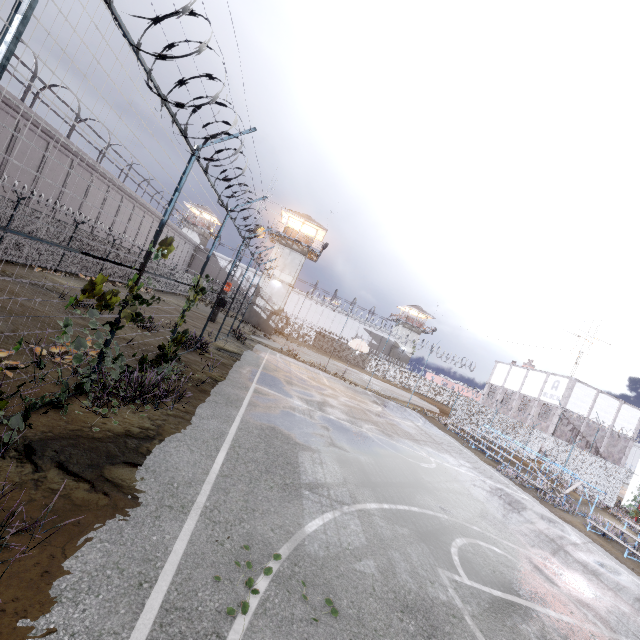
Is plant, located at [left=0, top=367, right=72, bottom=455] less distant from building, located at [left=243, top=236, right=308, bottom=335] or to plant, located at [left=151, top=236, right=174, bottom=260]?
plant, located at [left=151, top=236, right=174, bottom=260]

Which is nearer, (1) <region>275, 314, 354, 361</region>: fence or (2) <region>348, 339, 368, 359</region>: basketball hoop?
(2) <region>348, 339, 368, 359</region>: basketball hoop

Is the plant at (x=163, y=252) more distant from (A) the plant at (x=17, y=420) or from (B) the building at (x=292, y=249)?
(B) the building at (x=292, y=249)

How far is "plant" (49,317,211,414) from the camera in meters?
5.3 m

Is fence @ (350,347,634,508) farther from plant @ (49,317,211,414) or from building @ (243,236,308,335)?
building @ (243,236,308,335)

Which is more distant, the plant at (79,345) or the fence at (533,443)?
the fence at (533,443)

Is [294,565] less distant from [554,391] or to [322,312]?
[554,391]

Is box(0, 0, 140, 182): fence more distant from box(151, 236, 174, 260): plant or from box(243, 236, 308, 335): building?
box(243, 236, 308, 335): building
